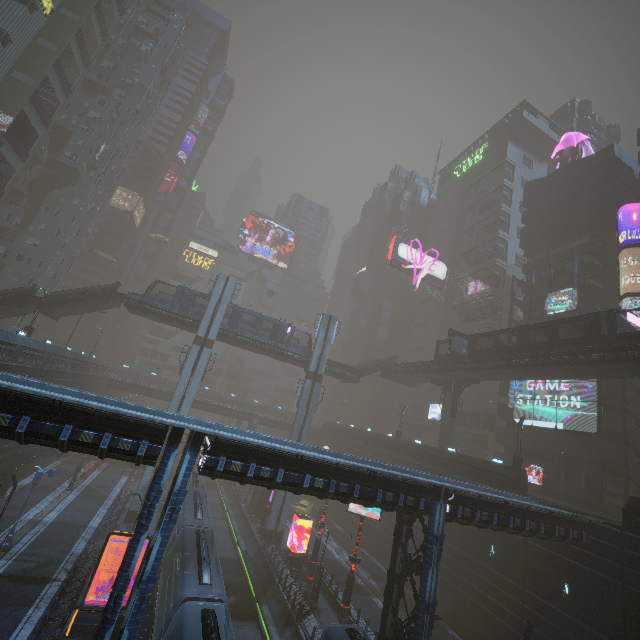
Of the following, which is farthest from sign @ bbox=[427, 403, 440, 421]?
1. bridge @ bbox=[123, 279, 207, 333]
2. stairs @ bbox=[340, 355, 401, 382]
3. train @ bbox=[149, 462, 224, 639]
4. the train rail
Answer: the train rail

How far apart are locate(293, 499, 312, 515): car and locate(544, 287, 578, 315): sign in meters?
40.4

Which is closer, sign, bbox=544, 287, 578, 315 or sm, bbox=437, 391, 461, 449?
sign, bbox=544, 287, 578, 315

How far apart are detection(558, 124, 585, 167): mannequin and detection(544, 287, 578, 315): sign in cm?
2245

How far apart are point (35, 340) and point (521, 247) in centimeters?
6007cm

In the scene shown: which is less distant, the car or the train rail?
the train rail

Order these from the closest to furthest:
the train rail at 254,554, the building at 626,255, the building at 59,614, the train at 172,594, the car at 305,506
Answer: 1. the train at 172,594
2. the building at 59,614
3. the train rail at 254,554
4. the building at 626,255
5. the car at 305,506

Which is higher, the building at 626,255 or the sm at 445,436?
the building at 626,255
